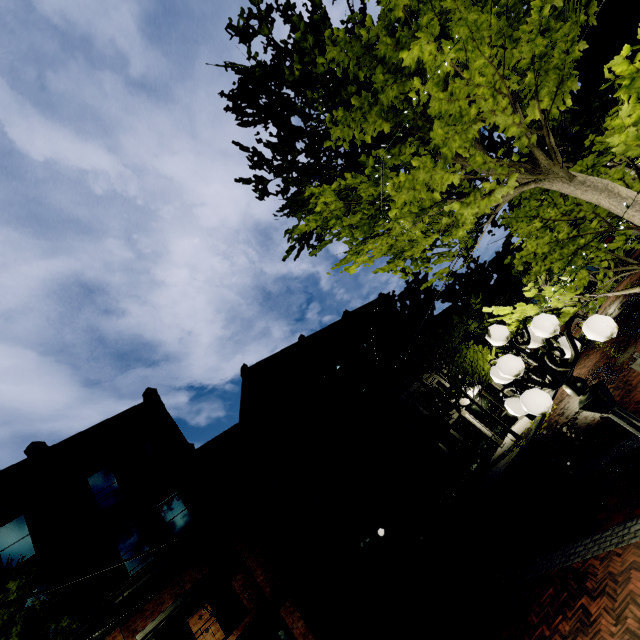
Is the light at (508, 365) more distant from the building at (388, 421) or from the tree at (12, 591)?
the building at (388, 421)

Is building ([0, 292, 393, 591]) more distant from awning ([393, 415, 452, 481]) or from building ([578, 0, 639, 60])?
building ([578, 0, 639, 60])

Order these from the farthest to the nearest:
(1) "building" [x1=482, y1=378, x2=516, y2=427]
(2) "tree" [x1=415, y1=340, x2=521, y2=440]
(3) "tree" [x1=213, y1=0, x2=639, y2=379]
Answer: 1. (1) "building" [x1=482, y1=378, x2=516, y2=427]
2. (2) "tree" [x1=415, y1=340, x2=521, y2=440]
3. (3) "tree" [x1=213, y1=0, x2=639, y2=379]

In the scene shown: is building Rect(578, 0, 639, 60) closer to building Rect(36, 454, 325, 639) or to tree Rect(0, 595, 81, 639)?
tree Rect(0, 595, 81, 639)

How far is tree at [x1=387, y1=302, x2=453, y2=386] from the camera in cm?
1858

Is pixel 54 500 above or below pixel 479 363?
above

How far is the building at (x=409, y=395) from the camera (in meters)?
22.00

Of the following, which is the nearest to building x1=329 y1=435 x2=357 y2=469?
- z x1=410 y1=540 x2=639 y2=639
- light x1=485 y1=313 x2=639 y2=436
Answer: z x1=410 y1=540 x2=639 y2=639
